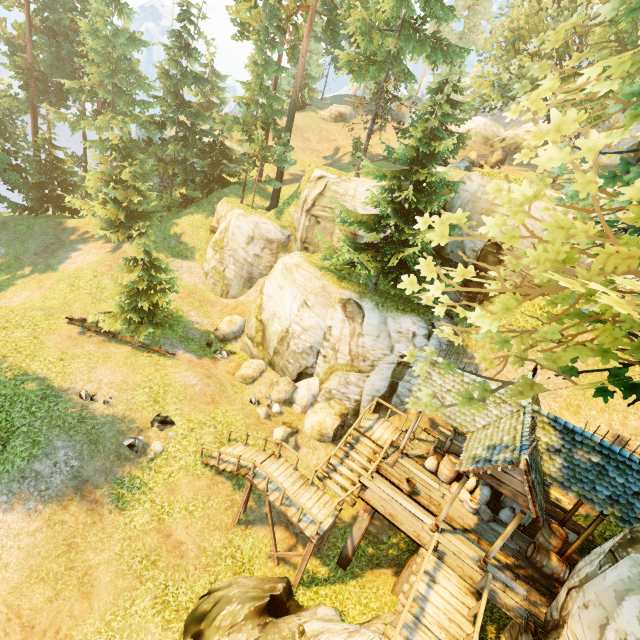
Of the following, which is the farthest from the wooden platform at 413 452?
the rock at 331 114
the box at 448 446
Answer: the rock at 331 114

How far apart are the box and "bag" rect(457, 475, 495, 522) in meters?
0.5 m

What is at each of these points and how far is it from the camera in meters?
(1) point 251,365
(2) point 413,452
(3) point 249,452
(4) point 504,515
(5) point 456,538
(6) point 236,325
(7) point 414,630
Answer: (1) rock, 20.4 m
(2) wooden platform, 14.0 m
(3) stairs, 14.4 m
(4) bag, 11.9 m
(5) wooden platform, 10.8 m
(6) rock, 23.3 m
(7) wooden platform, 8.4 m

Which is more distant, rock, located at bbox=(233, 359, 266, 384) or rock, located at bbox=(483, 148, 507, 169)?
rock, located at bbox=(483, 148, 507, 169)

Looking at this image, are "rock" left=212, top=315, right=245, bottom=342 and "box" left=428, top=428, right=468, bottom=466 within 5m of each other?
no

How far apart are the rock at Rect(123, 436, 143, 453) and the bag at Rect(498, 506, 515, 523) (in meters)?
14.72

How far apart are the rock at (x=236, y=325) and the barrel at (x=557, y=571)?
19.3 meters

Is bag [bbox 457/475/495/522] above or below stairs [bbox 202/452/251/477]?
above
